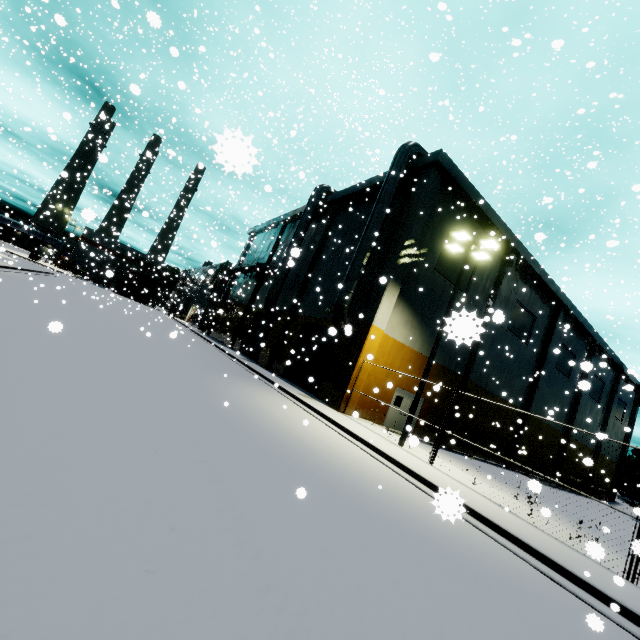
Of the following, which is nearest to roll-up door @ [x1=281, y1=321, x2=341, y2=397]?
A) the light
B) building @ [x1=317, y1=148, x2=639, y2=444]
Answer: building @ [x1=317, y1=148, x2=639, y2=444]

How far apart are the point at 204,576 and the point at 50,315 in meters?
13.4 m

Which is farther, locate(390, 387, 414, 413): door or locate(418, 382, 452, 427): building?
locate(418, 382, 452, 427): building

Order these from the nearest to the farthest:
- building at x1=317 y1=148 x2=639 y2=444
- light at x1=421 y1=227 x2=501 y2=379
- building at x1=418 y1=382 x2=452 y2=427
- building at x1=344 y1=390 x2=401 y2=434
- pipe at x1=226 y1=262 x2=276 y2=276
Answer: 1. light at x1=421 y1=227 x2=501 y2=379
2. building at x1=344 y1=390 x2=401 y2=434
3. building at x1=317 y1=148 x2=639 y2=444
4. building at x1=418 y1=382 x2=452 y2=427
5. pipe at x1=226 y1=262 x2=276 y2=276

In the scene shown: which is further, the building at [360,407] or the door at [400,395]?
the door at [400,395]

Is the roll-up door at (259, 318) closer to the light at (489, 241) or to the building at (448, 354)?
the building at (448, 354)

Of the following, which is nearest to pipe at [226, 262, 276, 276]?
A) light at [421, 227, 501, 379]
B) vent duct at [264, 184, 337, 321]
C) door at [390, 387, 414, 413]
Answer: vent duct at [264, 184, 337, 321]
